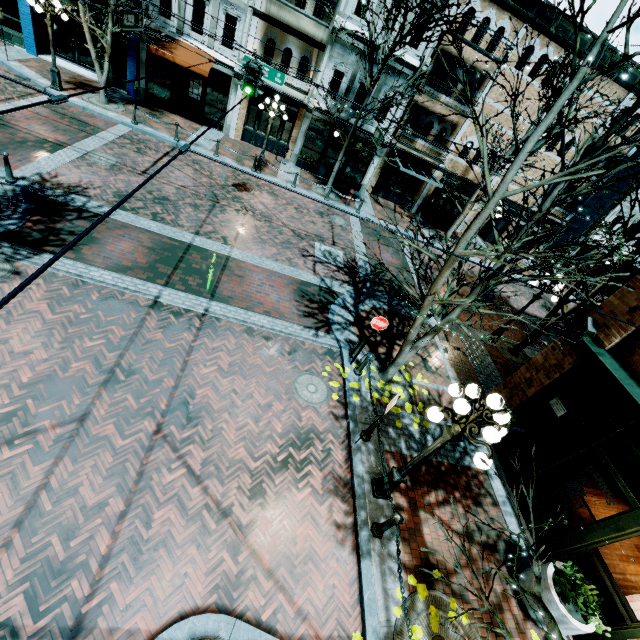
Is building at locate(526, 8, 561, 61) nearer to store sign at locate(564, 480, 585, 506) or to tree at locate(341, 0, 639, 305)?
tree at locate(341, 0, 639, 305)

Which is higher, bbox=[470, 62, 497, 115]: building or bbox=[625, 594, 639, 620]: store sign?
bbox=[470, 62, 497, 115]: building

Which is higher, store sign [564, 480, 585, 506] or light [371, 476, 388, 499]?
store sign [564, 480, 585, 506]

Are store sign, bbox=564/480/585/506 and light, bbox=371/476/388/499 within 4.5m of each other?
yes

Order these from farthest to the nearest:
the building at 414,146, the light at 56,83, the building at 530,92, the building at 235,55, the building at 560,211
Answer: the building at 560,211
the building at 414,146
the building at 530,92
the building at 235,55
the light at 56,83

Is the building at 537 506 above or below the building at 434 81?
below

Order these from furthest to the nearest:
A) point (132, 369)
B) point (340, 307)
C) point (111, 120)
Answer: point (111, 120) → point (340, 307) → point (132, 369)

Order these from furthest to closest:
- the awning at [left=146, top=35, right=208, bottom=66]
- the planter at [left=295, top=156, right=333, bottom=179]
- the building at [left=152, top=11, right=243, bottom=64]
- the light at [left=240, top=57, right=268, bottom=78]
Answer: the planter at [left=295, top=156, right=333, bottom=179], the building at [left=152, top=11, right=243, bottom=64], the awning at [left=146, top=35, right=208, bottom=66], the light at [left=240, top=57, right=268, bottom=78]
